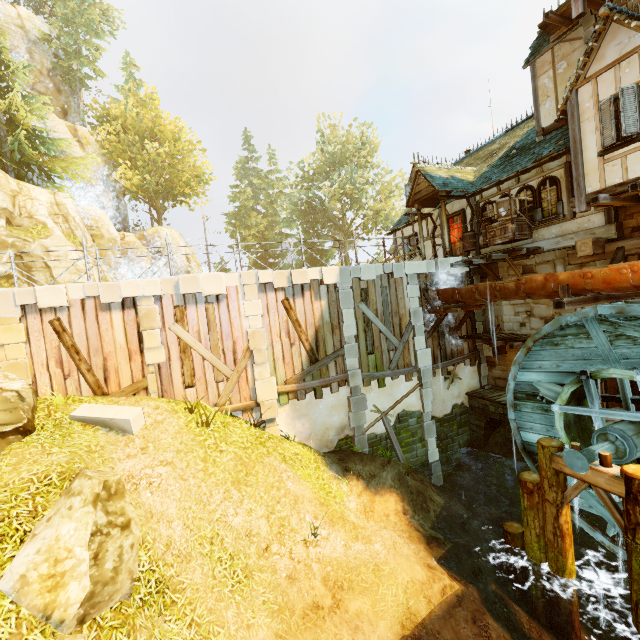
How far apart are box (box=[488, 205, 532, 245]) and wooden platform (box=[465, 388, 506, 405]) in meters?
6.2 m

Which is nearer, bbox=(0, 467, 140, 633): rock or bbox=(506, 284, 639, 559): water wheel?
bbox=(0, 467, 140, 633): rock

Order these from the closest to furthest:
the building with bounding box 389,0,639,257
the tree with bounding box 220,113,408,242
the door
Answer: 1. the building with bounding box 389,0,639,257
2. the door
3. the tree with bounding box 220,113,408,242

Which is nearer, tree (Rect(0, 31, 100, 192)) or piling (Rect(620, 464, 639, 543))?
piling (Rect(620, 464, 639, 543))

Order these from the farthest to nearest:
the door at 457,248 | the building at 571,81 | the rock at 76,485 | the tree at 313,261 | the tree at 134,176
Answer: the tree at 313,261
the tree at 134,176
the door at 457,248
the building at 571,81
the rock at 76,485

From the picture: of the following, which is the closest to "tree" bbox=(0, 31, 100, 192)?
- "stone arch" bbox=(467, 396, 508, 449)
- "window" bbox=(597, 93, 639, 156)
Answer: "window" bbox=(597, 93, 639, 156)

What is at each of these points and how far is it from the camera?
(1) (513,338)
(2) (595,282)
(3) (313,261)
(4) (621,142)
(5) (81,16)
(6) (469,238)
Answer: (1) wooden platform, 12.16m
(2) drain, 8.01m
(3) tree, 44.38m
(4) window, 7.90m
(5) tree, 29.20m
(6) barrel, 13.72m

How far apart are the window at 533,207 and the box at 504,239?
0.0 meters
